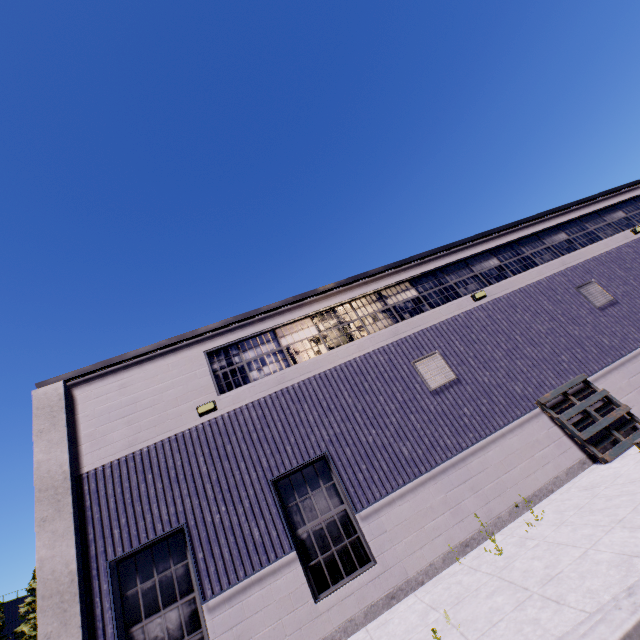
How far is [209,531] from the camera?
7.00m

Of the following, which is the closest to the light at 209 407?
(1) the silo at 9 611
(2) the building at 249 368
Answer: (2) the building at 249 368

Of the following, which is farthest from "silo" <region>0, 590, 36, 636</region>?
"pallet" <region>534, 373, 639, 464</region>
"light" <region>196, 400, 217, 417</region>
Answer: "pallet" <region>534, 373, 639, 464</region>

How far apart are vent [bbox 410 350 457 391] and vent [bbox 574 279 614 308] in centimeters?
623cm

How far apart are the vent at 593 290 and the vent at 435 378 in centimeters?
623cm

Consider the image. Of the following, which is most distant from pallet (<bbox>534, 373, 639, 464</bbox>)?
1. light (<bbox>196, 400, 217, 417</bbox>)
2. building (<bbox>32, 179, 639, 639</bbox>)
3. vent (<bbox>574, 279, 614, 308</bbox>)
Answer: light (<bbox>196, 400, 217, 417</bbox>)

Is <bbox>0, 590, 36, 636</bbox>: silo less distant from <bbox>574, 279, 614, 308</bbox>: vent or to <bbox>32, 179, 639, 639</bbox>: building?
<bbox>32, 179, 639, 639</bbox>: building

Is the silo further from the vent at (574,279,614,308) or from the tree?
the vent at (574,279,614,308)
